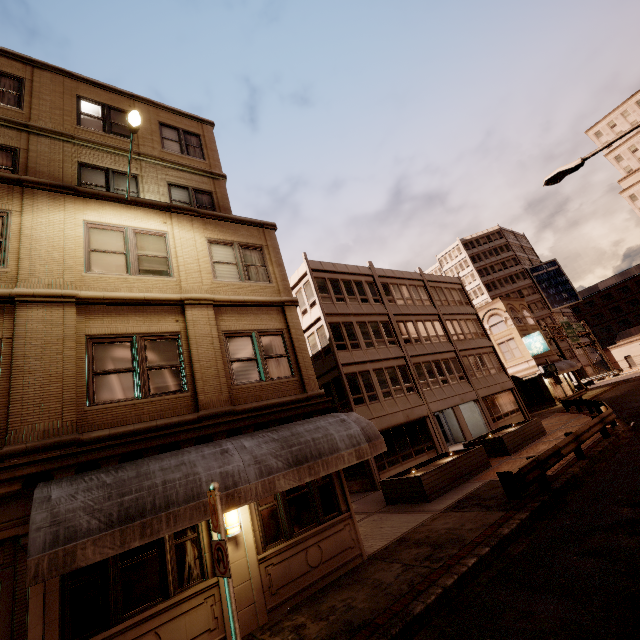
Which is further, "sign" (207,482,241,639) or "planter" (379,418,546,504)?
"planter" (379,418,546,504)

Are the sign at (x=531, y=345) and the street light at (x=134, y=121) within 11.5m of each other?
no

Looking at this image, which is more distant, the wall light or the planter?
the planter

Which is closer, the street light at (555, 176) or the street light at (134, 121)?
the street light at (134, 121)

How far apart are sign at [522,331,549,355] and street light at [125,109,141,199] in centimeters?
4052cm

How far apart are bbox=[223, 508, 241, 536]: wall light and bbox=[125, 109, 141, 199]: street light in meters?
9.1

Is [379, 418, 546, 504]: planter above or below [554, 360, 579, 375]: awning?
below

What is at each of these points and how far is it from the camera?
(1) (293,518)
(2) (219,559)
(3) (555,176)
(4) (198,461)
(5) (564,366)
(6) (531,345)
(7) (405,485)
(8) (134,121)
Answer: (1) building, 8.5 meters
(2) sign, 5.1 meters
(3) street light, 11.5 meters
(4) awning, 6.8 meters
(5) awning, 36.8 meters
(6) sign, 36.7 meters
(7) planter, 13.4 meters
(8) street light, 8.4 meters
